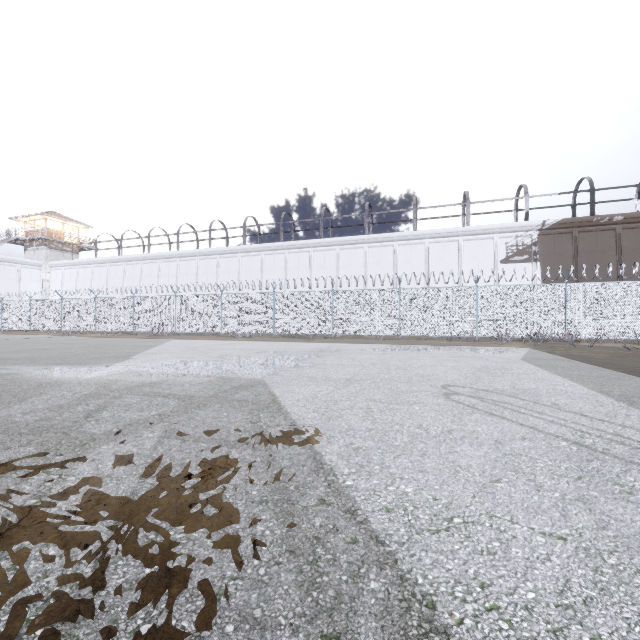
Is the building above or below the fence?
above

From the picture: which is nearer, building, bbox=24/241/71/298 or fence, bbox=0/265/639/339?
fence, bbox=0/265/639/339

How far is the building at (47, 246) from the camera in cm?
3975

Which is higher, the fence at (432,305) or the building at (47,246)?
the building at (47,246)

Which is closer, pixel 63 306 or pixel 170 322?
pixel 170 322

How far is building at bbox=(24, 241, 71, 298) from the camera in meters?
39.8 m
